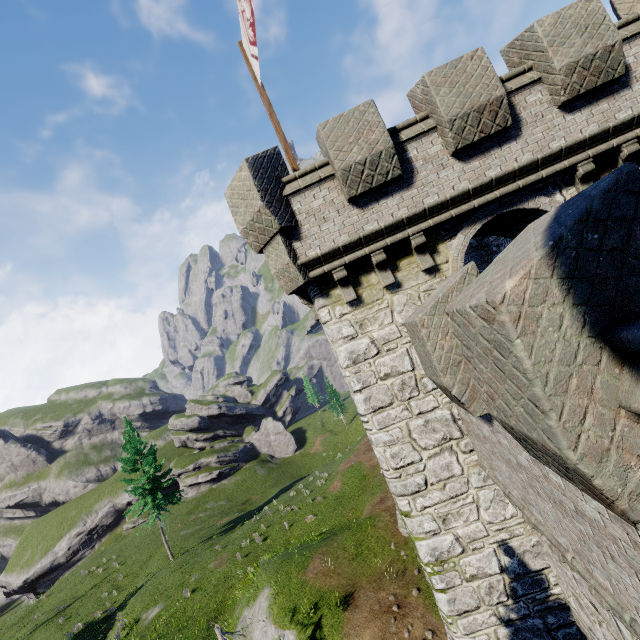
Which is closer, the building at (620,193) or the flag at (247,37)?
the building at (620,193)

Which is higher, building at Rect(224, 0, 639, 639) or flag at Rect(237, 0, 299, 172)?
flag at Rect(237, 0, 299, 172)

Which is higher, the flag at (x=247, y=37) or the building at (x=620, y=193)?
the flag at (x=247, y=37)

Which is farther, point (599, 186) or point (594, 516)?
point (594, 516)

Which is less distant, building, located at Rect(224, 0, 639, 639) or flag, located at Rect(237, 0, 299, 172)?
building, located at Rect(224, 0, 639, 639)
